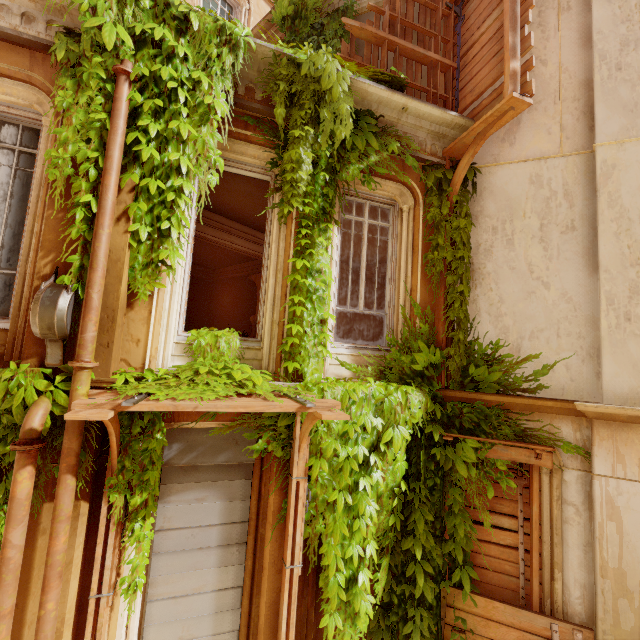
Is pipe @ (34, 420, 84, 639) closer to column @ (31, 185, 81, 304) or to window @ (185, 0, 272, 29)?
column @ (31, 185, 81, 304)

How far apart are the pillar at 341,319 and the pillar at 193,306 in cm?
541

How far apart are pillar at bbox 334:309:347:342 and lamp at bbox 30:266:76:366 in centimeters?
777cm

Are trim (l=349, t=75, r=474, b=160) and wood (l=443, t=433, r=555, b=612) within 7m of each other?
yes

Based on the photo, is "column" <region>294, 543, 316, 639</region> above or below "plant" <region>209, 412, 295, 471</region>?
below

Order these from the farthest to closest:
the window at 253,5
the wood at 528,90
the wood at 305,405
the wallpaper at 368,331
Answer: the wallpaper at 368,331
the window at 253,5
the wood at 528,90
the wood at 305,405

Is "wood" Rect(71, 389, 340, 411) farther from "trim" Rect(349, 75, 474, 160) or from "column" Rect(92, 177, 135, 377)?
"trim" Rect(349, 75, 474, 160)

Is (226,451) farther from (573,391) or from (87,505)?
(573,391)
